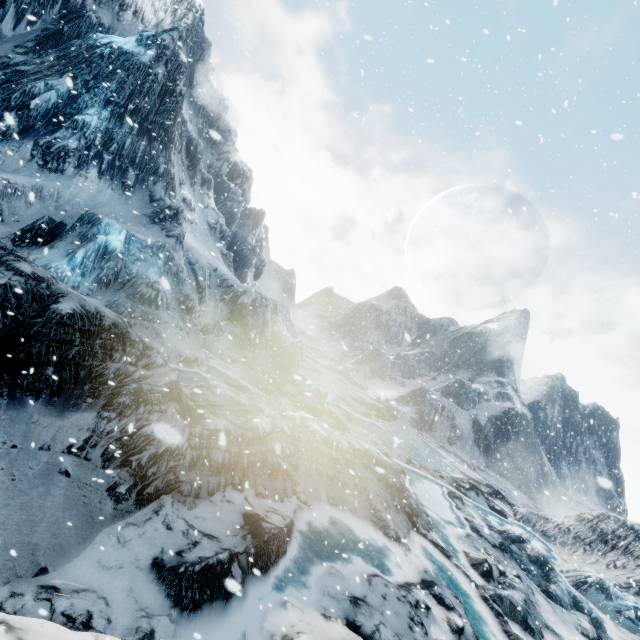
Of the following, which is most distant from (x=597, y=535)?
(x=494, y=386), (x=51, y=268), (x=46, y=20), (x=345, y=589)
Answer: (x=46, y=20)
